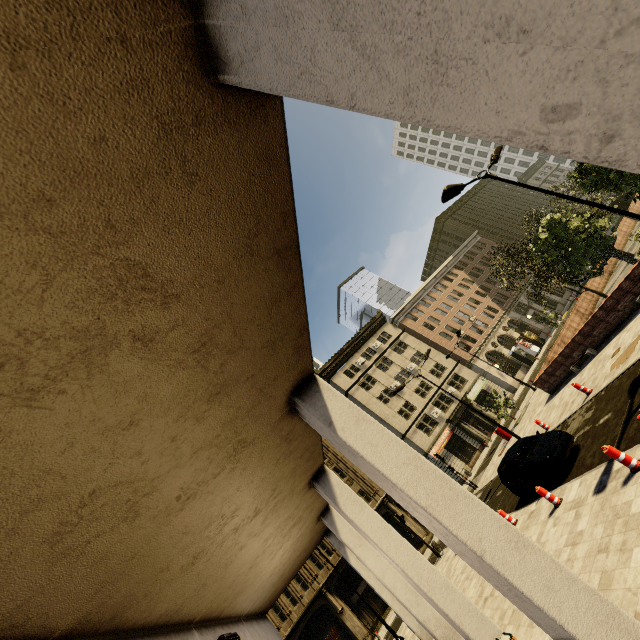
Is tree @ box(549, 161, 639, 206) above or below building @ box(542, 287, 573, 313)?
above

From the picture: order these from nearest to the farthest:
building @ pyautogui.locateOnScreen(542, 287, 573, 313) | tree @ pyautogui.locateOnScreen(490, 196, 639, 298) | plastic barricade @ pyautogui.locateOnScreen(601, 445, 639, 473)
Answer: plastic barricade @ pyautogui.locateOnScreen(601, 445, 639, 473) → tree @ pyautogui.locateOnScreen(490, 196, 639, 298) → building @ pyautogui.locateOnScreen(542, 287, 573, 313)

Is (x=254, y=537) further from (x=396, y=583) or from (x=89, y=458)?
(x=396, y=583)

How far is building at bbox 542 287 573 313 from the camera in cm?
5204

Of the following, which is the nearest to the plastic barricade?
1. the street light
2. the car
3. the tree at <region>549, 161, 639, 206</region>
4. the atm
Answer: the car

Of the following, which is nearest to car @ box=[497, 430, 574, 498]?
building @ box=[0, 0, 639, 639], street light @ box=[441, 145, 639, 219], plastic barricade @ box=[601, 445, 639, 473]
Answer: plastic barricade @ box=[601, 445, 639, 473]

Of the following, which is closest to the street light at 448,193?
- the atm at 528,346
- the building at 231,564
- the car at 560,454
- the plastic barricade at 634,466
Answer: the plastic barricade at 634,466

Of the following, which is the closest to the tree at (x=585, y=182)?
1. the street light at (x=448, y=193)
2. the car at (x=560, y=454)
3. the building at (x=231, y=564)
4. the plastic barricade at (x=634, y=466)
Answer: the street light at (x=448, y=193)
